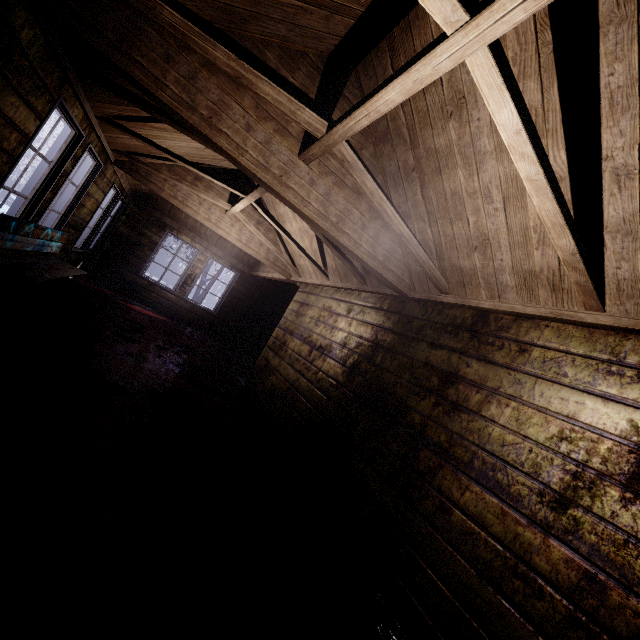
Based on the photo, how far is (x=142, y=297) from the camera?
7.8m

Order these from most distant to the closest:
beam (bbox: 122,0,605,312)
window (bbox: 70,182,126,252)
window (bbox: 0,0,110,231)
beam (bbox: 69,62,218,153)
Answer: window (bbox: 70,182,126,252), beam (bbox: 69,62,218,153), window (bbox: 0,0,110,231), beam (bbox: 122,0,605,312)

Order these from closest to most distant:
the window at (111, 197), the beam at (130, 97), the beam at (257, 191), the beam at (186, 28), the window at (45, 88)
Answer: the beam at (186, 28), the window at (45, 88), the beam at (130, 97), the beam at (257, 191), the window at (111, 197)

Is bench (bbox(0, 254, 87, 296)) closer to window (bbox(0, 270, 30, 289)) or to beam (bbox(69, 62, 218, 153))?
window (bbox(0, 270, 30, 289))

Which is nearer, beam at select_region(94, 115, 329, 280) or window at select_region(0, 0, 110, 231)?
window at select_region(0, 0, 110, 231)

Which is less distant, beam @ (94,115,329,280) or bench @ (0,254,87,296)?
bench @ (0,254,87,296)

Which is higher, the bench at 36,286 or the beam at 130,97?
the beam at 130,97

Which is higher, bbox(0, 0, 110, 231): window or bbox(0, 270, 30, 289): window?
bbox(0, 0, 110, 231): window
